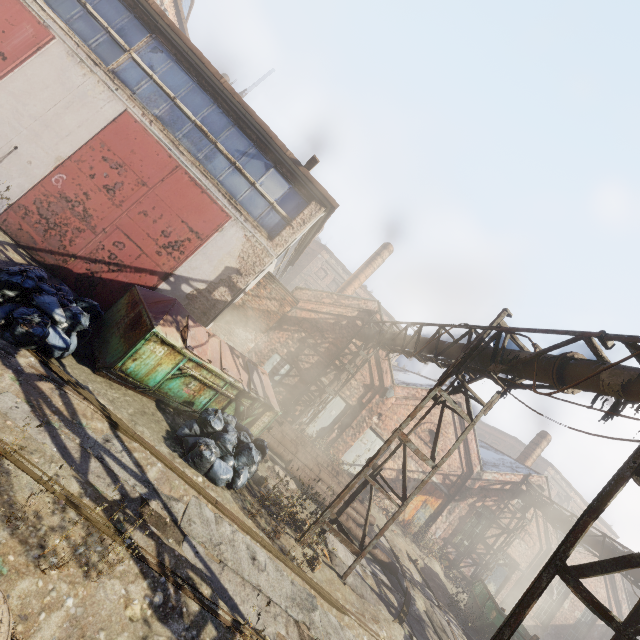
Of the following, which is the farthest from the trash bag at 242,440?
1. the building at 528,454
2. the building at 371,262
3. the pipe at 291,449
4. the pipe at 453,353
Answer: the building at 528,454

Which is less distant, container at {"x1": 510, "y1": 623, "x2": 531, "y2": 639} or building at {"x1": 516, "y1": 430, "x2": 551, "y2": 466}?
container at {"x1": 510, "y1": 623, "x2": 531, "y2": 639}

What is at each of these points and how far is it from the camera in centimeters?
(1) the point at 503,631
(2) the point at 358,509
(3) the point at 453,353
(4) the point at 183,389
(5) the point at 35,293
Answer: (1) scaffolding, 326cm
(2) pipe, 1104cm
(3) pipe, 895cm
(4) trash container, 690cm
(5) trash bag, 552cm

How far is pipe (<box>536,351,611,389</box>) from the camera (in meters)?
5.43

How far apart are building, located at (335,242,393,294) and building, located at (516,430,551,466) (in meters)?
15.02

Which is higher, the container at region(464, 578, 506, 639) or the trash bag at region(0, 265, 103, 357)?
the container at region(464, 578, 506, 639)

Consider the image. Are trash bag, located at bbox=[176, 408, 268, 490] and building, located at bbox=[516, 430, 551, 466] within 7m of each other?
no

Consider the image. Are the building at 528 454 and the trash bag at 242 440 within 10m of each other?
no
